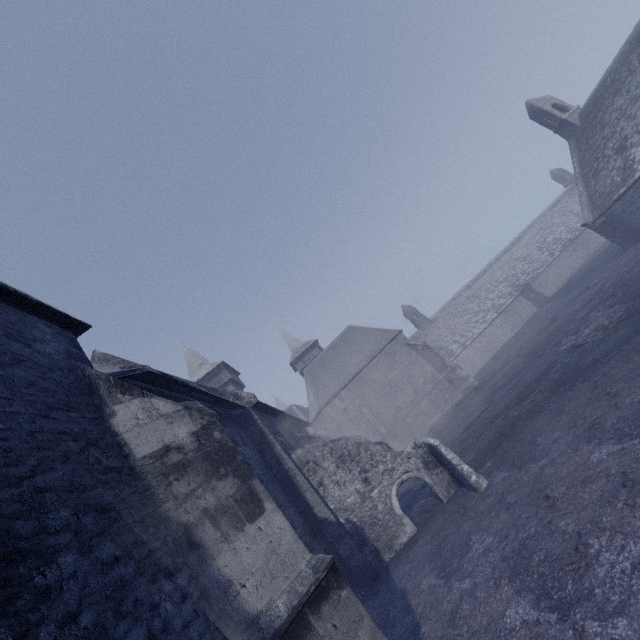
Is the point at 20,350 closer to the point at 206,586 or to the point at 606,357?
→ the point at 206,586
